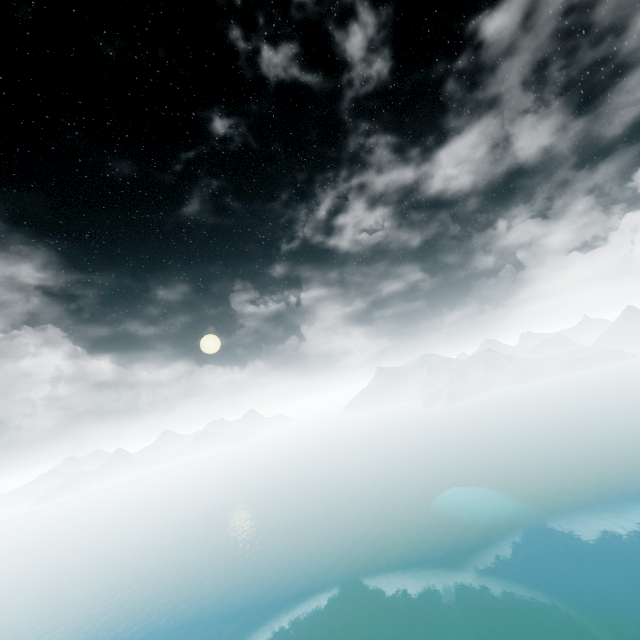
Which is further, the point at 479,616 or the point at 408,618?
the point at 408,618
